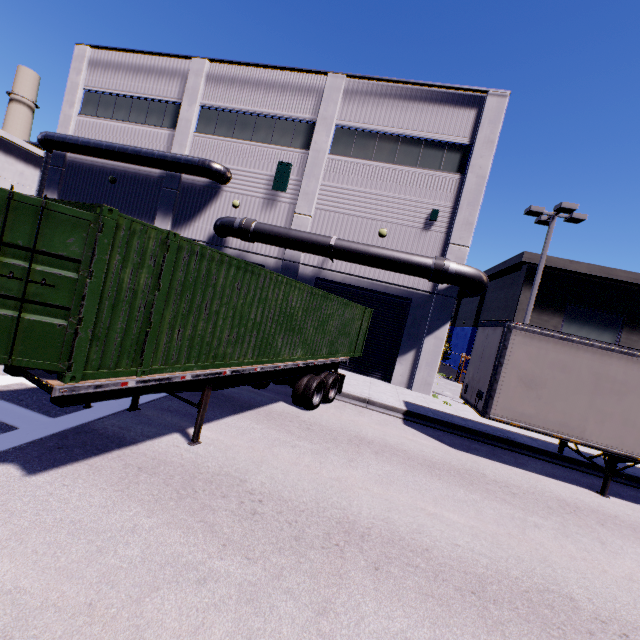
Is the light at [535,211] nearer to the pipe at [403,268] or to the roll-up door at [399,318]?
the pipe at [403,268]

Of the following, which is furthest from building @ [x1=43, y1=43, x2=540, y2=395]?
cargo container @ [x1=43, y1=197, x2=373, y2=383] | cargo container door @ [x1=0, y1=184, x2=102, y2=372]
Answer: cargo container door @ [x1=0, y1=184, x2=102, y2=372]

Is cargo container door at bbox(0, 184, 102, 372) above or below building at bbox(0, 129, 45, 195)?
below

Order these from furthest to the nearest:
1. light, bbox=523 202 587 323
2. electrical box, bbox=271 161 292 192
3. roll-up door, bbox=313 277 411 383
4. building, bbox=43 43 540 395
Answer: electrical box, bbox=271 161 292 192 → roll-up door, bbox=313 277 411 383 → building, bbox=43 43 540 395 → light, bbox=523 202 587 323

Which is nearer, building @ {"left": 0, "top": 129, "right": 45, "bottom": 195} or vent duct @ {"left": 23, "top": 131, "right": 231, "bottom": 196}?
vent duct @ {"left": 23, "top": 131, "right": 231, "bottom": 196}

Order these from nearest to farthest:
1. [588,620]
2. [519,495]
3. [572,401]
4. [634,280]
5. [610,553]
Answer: [588,620] < [610,553] < [519,495] < [572,401] < [634,280]

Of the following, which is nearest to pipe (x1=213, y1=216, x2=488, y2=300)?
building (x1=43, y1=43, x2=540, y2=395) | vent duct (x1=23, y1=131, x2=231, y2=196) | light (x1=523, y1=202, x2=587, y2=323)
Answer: building (x1=43, y1=43, x2=540, y2=395)

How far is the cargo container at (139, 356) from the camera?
4.0m
